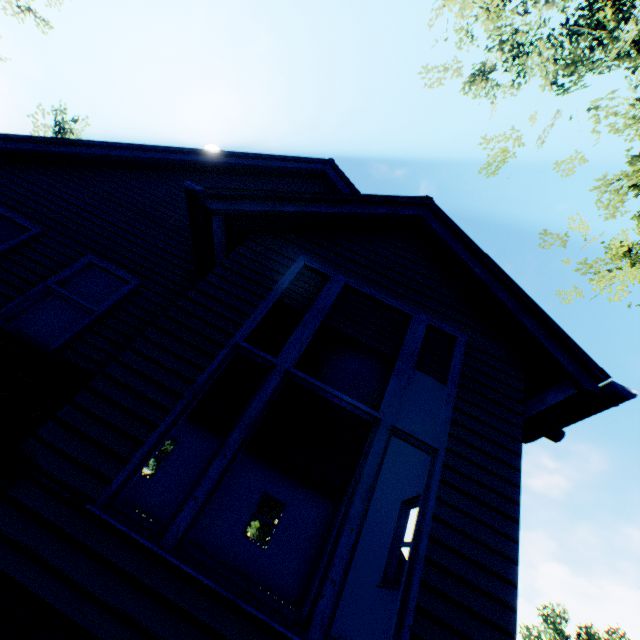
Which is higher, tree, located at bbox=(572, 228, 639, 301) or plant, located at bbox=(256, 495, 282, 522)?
tree, located at bbox=(572, 228, 639, 301)

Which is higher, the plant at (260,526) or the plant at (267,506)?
the plant at (267,506)

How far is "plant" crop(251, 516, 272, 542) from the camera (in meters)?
36.90

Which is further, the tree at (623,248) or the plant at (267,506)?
the plant at (267,506)

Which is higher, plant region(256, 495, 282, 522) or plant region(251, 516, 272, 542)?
plant region(256, 495, 282, 522)

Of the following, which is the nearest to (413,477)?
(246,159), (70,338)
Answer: (70,338)

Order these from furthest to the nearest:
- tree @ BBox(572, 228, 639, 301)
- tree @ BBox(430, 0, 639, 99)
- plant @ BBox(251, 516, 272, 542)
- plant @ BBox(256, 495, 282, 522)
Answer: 1. plant @ BBox(251, 516, 272, 542)
2. plant @ BBox(256, 495, 282, 522)
3. tree @ BBox(572, 228, 639, 301)
4. tree @ BBox(430, 0, 639, 99)
